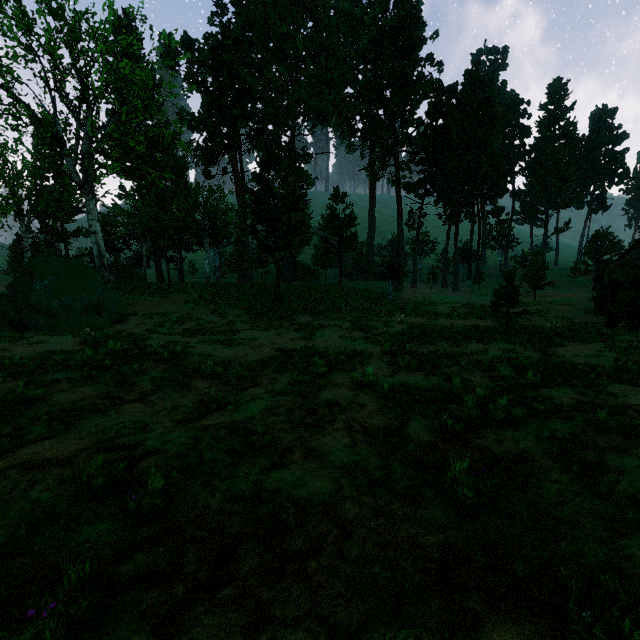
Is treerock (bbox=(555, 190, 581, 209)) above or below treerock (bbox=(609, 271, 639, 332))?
above

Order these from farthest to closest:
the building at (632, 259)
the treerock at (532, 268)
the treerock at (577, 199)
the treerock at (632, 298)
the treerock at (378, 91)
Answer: the treerock at (577, 199)
the treerock at (378, 91)
the building at (632, 259)
the treerock at (632, 298)
the treerock at (532, 268)

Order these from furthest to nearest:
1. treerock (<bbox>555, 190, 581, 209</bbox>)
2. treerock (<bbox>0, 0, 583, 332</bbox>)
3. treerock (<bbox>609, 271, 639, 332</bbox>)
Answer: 1. treerock (<bbox>555, 190, 581, 209</bbox>)
2. treerock (<bbox>0, 0, 583, 332</bbox>)
3. treerock (<bbox>609, 271, 639, 332</bbox>)

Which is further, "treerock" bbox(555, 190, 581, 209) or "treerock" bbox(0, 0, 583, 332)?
"treerock" bbox(555, 190, 581, 209)

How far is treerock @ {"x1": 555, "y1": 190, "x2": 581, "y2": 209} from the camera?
56.9m

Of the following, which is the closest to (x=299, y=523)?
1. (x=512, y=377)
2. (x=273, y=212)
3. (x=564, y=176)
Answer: (x=512, y=377)

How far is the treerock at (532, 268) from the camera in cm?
1722
